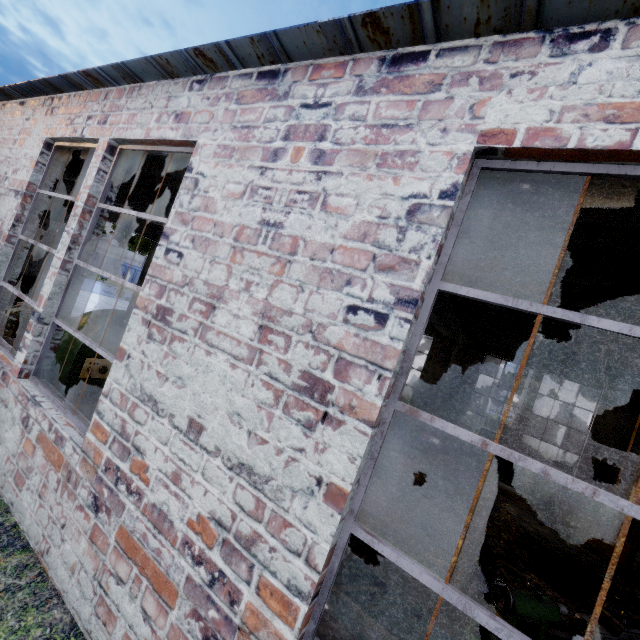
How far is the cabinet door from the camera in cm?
970

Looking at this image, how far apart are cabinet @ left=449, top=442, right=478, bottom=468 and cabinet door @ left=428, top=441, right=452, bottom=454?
0.01m

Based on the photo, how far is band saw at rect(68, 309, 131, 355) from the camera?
4.71m

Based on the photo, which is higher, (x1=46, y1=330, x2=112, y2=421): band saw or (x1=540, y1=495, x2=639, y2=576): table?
(x1=46, y1=330, x2=112, y2=421): band saw

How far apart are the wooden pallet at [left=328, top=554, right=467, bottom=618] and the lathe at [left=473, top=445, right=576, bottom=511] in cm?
705

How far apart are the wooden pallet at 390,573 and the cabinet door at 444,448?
5.08m

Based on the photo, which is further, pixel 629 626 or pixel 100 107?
pixel 100 107

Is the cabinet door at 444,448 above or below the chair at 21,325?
above
